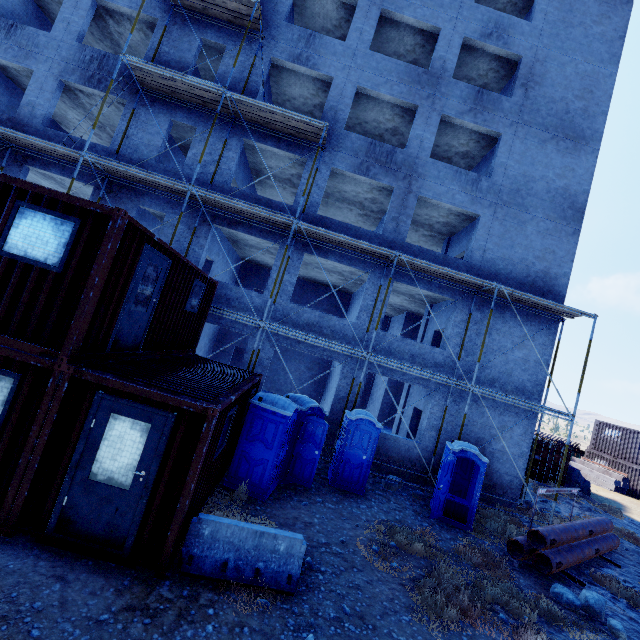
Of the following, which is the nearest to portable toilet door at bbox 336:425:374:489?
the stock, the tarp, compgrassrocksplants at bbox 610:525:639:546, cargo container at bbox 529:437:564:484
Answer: the stock

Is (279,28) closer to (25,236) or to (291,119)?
(291,119)

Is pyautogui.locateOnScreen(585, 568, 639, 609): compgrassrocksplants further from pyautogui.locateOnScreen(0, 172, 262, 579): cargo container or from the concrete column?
the concrete column

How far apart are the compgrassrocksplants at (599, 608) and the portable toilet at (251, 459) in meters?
6.5

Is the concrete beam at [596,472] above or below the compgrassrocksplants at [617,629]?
above

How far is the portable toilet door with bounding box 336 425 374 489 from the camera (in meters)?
10.16

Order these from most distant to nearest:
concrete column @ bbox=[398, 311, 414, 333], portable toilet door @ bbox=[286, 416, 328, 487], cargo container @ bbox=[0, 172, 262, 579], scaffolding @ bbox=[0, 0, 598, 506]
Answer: concrete column @ bbox=[398, 311, 414, 333] → scaffolding @ bbox=[0, 0, 598, 506] → portable toilet door @ bbox=[286, 416, 328, 487] → cargo container @ bbox=[0, 172, 262, 579]

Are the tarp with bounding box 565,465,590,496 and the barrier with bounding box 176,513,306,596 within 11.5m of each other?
no
